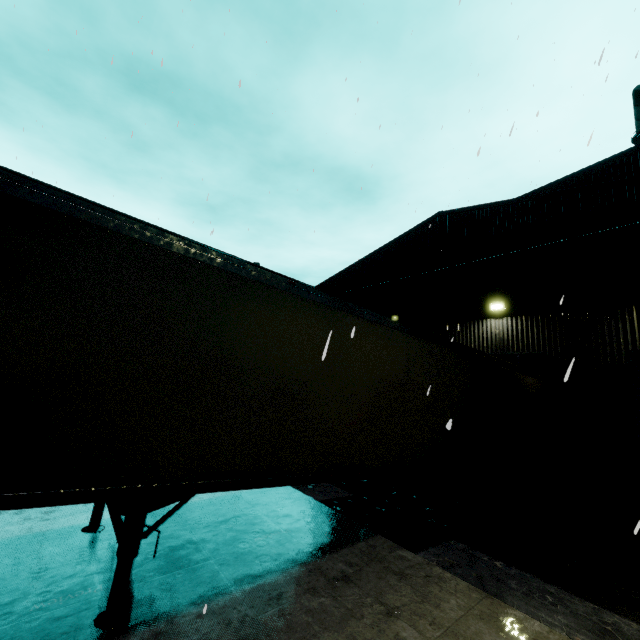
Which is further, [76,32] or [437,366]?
[76,32]

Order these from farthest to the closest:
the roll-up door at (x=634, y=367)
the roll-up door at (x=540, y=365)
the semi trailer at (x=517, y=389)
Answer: the roll-up door at (x=540, y=365), the roll-up door at (x=634, y=367), the semi trailer at (x=517, y=389)

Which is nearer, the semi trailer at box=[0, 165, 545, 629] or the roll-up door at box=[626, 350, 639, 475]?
the semi trailer at box=[0, 165, 545, 629]

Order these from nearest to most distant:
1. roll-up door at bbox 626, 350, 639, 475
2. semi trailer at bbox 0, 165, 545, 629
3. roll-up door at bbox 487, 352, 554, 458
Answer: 1. semi trailer at bbox 0, 165, 545, 629
2. roll-up door at bbox 626, 350, 639, 475
3. roll-up door at bbox 487, 352, 554, 458

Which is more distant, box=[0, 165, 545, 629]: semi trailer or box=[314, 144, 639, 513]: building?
box=[314, 144, 639, 513]: building

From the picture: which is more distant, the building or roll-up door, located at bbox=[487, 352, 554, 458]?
roll-up door, located at bbox=[487, 352, 554, 458]

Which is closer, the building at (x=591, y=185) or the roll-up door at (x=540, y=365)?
the building at (x=591, y=185)

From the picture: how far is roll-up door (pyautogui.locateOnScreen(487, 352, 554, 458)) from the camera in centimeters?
1073cm
